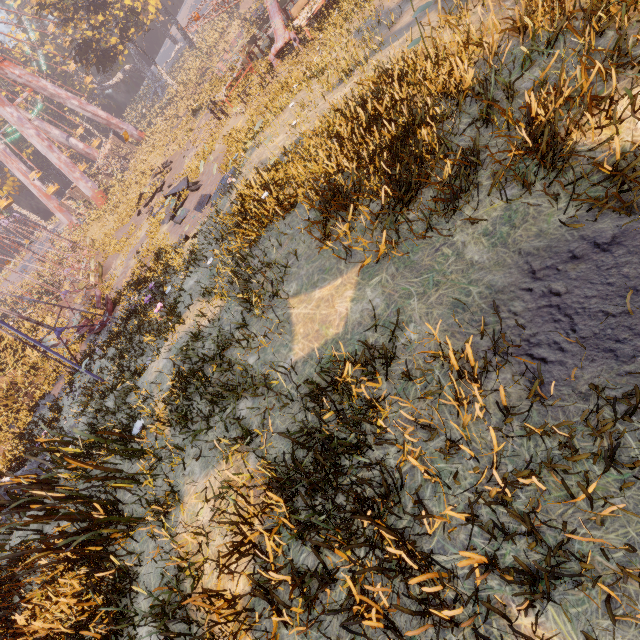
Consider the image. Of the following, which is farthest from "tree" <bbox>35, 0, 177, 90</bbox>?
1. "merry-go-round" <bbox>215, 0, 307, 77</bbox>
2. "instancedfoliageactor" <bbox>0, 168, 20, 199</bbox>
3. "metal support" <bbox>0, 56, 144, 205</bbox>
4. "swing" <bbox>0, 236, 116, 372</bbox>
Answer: "swing" <bbox>0, 236, 116, 372</bbox>

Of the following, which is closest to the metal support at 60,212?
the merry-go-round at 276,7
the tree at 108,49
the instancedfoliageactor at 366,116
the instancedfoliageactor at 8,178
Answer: the instancedfoliageactor at 8,178

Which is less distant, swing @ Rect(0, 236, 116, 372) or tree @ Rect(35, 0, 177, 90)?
swing @ Rect(0, 236, 116, 372)

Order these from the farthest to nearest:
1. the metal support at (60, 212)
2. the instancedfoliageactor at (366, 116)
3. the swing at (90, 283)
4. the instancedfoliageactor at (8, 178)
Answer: the instancedfoliageactor at (8, 178) < the metal support at (60, 212) < the swing at (90, 283) < the instancedfoliageactor at (366, 116)

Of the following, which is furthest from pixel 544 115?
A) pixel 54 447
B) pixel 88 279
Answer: pixel 88 279

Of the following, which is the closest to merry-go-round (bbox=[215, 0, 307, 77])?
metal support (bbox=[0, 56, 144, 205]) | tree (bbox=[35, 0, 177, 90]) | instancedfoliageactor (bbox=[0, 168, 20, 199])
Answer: tree (bbox=[35, 0, 177, 90])

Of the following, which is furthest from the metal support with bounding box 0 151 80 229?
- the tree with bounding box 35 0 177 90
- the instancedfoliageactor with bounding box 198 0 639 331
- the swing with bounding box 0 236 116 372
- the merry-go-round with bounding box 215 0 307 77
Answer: the instancedfoliageactor with bounding box 198 0 639 331

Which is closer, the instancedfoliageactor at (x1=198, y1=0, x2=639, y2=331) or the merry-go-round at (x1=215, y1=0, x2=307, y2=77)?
the instancedfoliageactor at (x1=198, y1=0, x2=639, y2=331)
